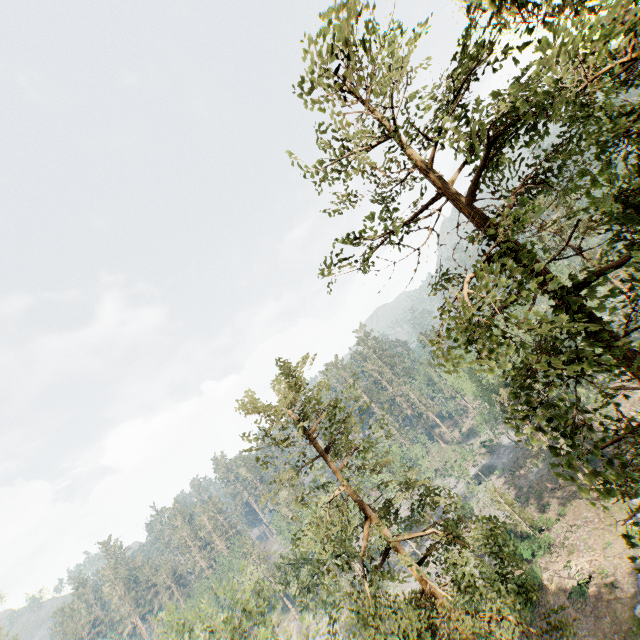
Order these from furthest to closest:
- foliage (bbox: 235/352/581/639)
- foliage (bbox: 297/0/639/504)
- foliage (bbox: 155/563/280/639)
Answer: foliage (bbox: 155/563/280/639)
foliage (bbox: 235/352/581/639)
foliage (bbox: 297/0/639/504)

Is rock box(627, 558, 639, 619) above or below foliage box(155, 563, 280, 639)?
below

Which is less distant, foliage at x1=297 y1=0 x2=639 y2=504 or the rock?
foliage at x1=297 y1=0 x2=639 y2=504

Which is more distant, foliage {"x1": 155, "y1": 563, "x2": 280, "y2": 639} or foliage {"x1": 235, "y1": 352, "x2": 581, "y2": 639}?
foliage {"x1": 155, "y1": 563, "x2": 280, "y2": 639}

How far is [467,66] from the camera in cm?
982

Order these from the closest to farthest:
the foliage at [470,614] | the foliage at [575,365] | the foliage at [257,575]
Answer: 1. the foliage at [575,365]
2. the foliage at [470,614]
3. the foliage at [257,575]

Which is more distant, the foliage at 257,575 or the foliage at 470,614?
the foliage at 257,575
